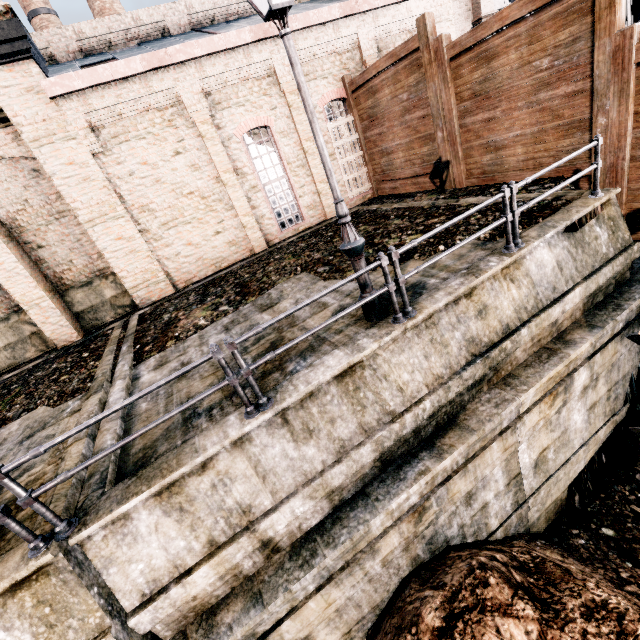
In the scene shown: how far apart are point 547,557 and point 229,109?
17.6 meters

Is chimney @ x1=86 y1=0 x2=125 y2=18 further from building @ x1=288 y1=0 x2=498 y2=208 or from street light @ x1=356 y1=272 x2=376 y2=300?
street light @ x1=356 y1=272 x2=376 y2=300

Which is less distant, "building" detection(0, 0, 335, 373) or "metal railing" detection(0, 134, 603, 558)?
"metal railing" detection(0, 134, 603, 558)

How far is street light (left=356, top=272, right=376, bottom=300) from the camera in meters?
5.9 m

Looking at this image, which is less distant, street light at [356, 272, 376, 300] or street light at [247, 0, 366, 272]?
street light at [247, 0, 366, 272]

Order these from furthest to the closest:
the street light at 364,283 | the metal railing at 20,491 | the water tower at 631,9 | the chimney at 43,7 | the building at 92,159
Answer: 1. the chimney at 43,7
2. the water tower at 631,9
3. the building at 92,159
4. the street light at 364,283
5. the metal railing at 20,491

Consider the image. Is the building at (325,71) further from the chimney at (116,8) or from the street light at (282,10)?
the chimney at (116,8)
